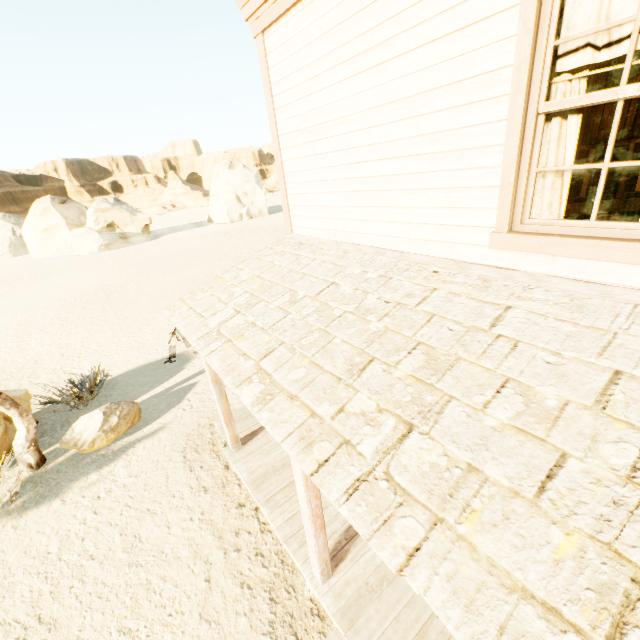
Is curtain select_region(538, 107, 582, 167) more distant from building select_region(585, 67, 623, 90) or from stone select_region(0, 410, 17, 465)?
stone select_region(0, 410, 17, 465)

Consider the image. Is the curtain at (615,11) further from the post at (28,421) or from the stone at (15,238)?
the stone at (15,238)

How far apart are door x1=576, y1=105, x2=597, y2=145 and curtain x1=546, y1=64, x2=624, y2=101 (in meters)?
7.08

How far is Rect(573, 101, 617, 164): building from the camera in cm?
622

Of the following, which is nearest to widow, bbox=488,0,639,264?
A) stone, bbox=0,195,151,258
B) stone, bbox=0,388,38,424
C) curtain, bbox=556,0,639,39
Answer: curtain, bbox=556,0,639,39

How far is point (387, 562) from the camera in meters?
1.4 m

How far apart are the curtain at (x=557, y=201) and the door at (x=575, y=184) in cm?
708

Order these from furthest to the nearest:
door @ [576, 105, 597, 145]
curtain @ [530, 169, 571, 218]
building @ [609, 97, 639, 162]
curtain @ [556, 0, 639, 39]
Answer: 1. door @ [576, 105, 597, 145]
2. building @ [609, 97, 639, 162]
3. curtain @ [530, 169, 571, 218]
4. curtain @ [556, 0, 639, 39]
